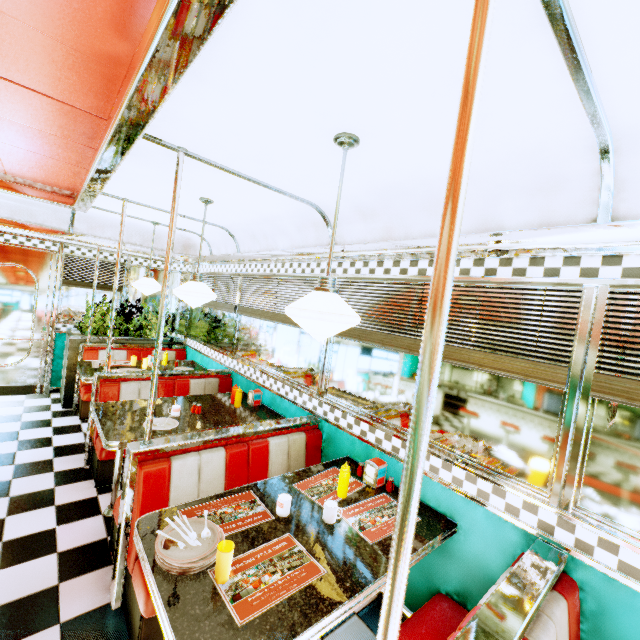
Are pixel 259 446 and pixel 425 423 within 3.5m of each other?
yes

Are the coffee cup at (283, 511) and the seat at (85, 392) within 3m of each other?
no

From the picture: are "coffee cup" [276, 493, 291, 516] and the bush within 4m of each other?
no

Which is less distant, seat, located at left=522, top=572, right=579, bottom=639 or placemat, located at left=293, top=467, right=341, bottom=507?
seat, located at left=522, top=572, right=579, bottom=639

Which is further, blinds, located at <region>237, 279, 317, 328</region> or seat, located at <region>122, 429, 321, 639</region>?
blinds, located at <region>237, 279, 317, 328</region>

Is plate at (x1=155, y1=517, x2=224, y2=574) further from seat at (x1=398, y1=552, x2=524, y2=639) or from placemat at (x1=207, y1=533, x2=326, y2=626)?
seat at (x1=398, y1=552, x2=524, y2=639)

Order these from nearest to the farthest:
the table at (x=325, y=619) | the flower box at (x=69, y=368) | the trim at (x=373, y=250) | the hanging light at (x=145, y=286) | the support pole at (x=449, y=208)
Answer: the support pole at (x=449, y=208)
the table at (x=325, y=619)
the trim at (x=373, y=250)
the hanging light at (x=145, y=286)
the flower box at (x=69, y=368)

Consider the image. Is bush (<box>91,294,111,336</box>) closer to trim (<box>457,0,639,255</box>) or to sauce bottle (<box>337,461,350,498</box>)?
trim (<box>457,0,639,255</box>)
